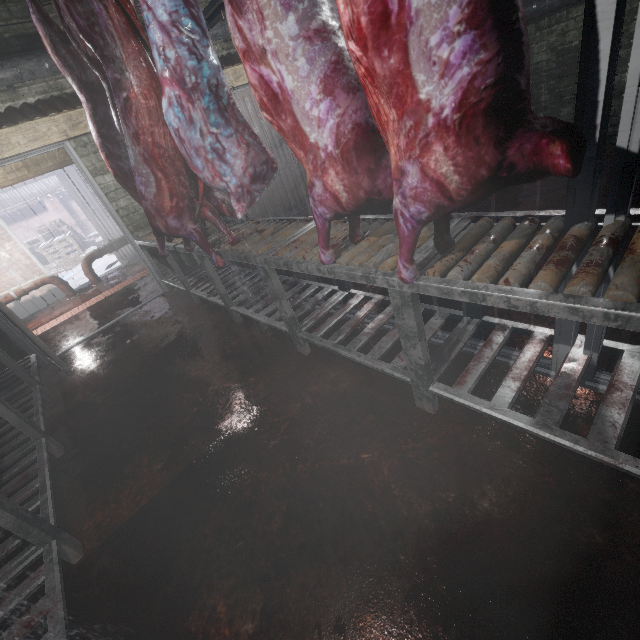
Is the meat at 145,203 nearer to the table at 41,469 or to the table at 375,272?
the table at 375,272

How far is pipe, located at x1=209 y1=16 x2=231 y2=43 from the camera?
3.93m

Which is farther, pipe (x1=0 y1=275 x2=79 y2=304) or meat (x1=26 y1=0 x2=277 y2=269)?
pipe (x1=0 y1=275 x2=79 y2=304)

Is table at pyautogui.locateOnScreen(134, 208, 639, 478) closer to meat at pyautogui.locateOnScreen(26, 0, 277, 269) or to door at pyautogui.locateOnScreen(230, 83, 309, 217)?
meat at pyautogui.locateOnScreen(26, 0, 277, 269)

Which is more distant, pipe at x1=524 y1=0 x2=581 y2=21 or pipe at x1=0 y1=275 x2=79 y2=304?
pipe at x1=0 y1=275 x2=79 y2=304

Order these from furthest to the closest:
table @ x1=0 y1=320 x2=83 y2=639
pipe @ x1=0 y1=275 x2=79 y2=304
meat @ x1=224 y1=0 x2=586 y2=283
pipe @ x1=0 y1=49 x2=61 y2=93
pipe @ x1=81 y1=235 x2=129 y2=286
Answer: pipe @ x1=81 y1=235 x2=129 y2=286, pipe @ x1=0 y1=275 x2=79 y2=304, pipe @ x1=0 y1=49 x2=61 y2=93, table @ x1=0 y1=320 x2=83 y2=639, meat @ x1=224 y1=0 x2=586 y2=283

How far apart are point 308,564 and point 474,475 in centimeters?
75cm

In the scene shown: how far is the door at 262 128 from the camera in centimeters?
472cm
